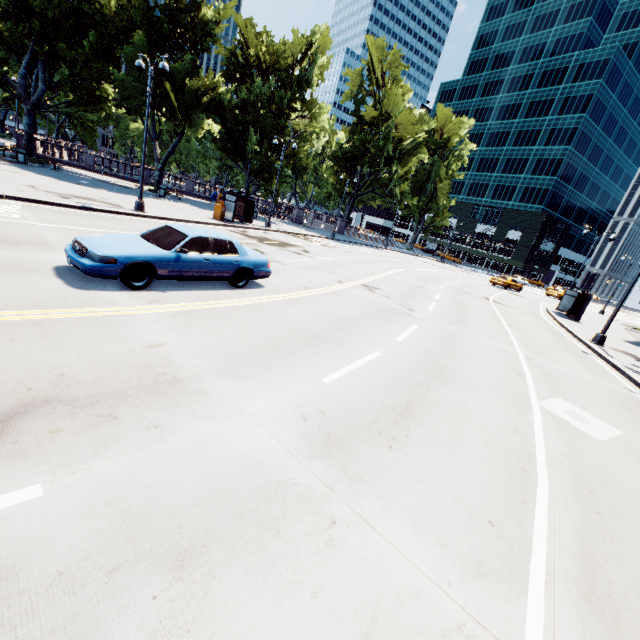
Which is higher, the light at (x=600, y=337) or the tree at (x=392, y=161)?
the tree at (x=392, y=161)

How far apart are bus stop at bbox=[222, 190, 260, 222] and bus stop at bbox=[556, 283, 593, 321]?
25.5m

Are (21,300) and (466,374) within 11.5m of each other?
yes

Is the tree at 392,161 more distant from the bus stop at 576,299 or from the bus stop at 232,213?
the bus stop at 576,299

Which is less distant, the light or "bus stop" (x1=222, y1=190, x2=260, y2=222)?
the light

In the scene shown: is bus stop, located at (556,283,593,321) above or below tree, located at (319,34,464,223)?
below

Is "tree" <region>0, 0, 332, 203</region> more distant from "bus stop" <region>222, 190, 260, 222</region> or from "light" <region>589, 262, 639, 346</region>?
"bus stop" <region>222, 190, 260, 222</region>

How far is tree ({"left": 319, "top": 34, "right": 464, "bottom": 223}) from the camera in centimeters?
4278cm
